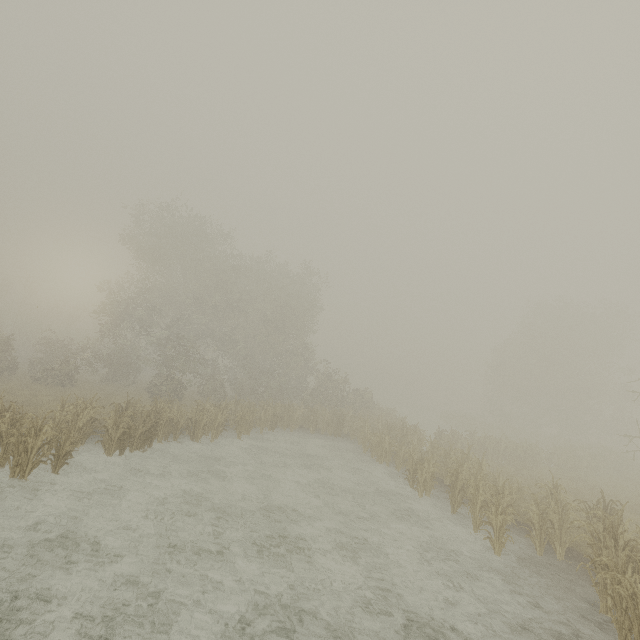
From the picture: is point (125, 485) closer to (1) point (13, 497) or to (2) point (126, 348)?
(1) point (13, 497)
